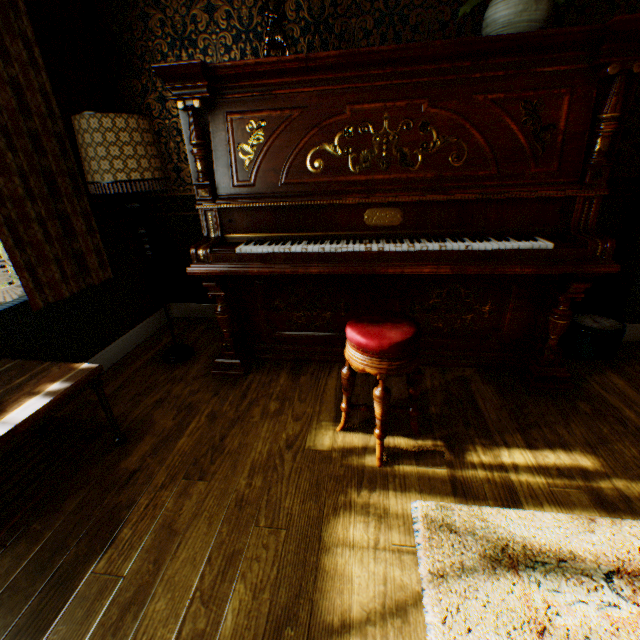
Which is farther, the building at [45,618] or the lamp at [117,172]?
the lamp at [117,172]

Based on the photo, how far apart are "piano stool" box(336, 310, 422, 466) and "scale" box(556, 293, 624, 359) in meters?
1.6 m

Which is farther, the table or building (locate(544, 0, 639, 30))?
building (locate(544, 0, 639, 30))

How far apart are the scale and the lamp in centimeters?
314cm

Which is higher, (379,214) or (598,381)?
(379,214)

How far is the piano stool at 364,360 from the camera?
1.50m

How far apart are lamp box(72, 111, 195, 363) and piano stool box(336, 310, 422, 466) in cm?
162
